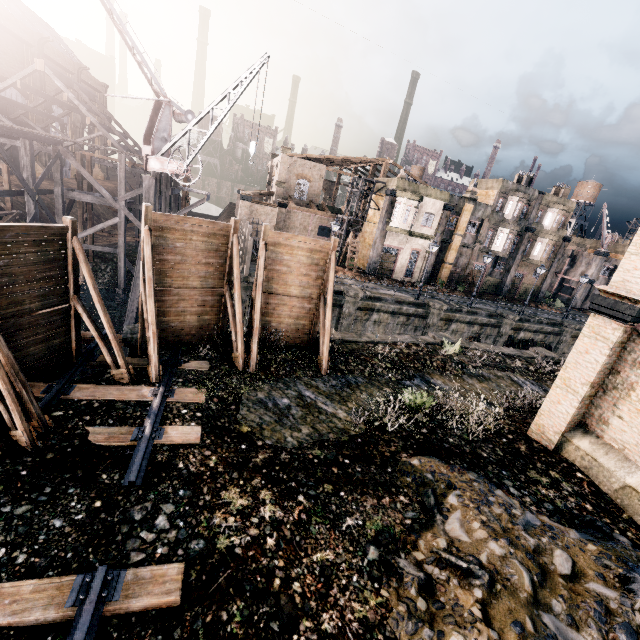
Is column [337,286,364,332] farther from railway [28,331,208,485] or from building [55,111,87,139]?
building [55,111,87,139]

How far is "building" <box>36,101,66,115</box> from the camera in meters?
45.1 m

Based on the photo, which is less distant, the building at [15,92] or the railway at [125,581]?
the railway at [125,581]

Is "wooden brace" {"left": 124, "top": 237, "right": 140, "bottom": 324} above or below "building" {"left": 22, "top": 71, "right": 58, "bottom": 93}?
below

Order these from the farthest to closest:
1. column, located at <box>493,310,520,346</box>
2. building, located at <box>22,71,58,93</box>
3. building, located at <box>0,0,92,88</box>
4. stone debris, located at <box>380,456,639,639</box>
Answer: building, located at <box>22,71,58,93</box> → building, located at <box>0,0,92,88</box> → column, located at <box>493,310,520,346</box> → stone debris, located at <box>380,456,639,639</box>

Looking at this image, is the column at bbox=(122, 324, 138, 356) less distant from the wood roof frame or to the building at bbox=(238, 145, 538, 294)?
the wood roof frame

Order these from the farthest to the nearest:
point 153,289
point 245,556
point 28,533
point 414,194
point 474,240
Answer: point 474,240 → point 414,194 → point 153,289 → point 245,556 → point 28,533

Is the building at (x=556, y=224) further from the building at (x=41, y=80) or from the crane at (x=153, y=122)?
the building at (x=41, y=80)
